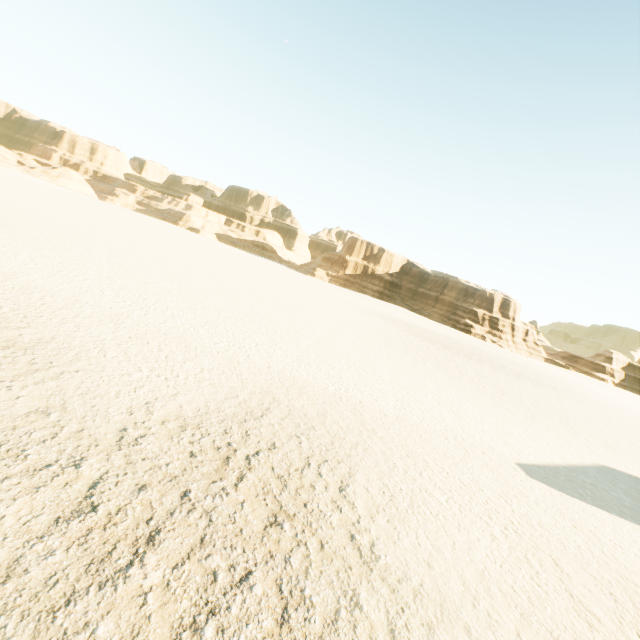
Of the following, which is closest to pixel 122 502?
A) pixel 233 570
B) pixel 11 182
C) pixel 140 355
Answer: pixel 233 570
